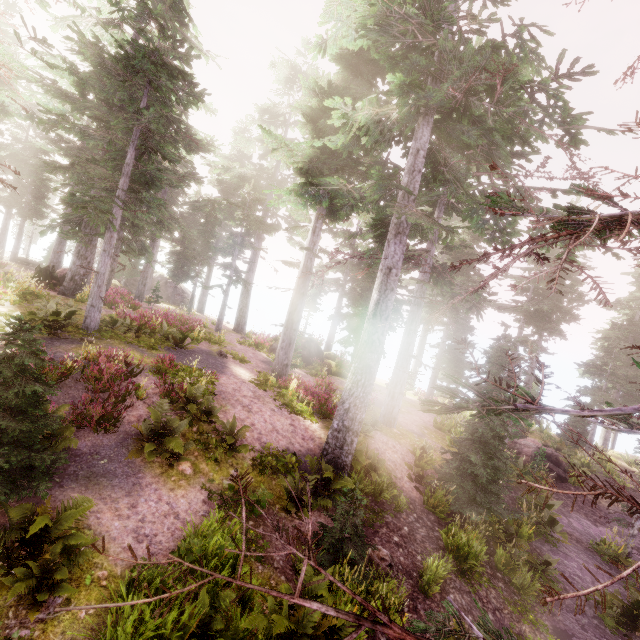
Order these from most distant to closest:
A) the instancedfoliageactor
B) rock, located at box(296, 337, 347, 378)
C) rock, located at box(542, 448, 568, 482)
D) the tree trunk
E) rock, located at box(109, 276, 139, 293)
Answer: rock, located at box(109, 276, 139, 293)
rock, located at box(296, 337, 347, 378)
rock, located at box(542, 448, 568, 482)
the tree trunk
the instancedfoliageactor

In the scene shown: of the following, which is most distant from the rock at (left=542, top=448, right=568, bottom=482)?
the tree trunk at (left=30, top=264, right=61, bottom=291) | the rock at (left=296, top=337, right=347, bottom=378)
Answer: the tree trunk at (left=30, top=264, right=61, bottom=291)

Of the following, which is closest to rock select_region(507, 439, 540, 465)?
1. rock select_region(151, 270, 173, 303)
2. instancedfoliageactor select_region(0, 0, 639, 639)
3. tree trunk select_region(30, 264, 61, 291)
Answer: instancedfoliageactor select_region(0, 0, 639, 639)

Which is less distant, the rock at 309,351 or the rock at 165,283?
the rock at 309,351

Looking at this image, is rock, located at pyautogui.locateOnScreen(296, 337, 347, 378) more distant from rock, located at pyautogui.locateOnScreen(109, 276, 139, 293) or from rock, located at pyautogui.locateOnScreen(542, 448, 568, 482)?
rock, located at pyautogui.locateOnScreen(109, 276, 139, 293)

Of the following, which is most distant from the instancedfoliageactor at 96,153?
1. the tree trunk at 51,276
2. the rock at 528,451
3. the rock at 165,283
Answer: the rock at 528,451

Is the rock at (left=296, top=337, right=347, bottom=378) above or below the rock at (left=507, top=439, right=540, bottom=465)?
above

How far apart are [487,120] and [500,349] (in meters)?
16.17
